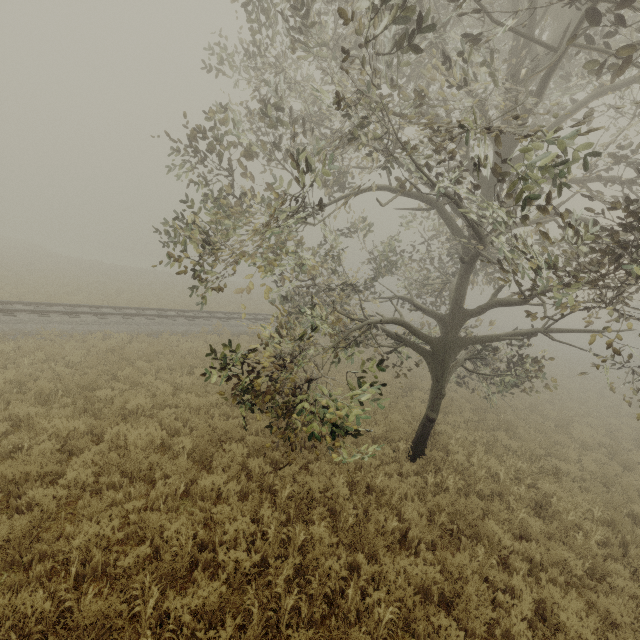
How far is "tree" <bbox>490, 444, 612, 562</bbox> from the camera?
6.93m

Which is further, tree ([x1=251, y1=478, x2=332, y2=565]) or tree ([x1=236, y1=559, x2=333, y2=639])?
tree ([x1=251, y1=478, x2=332, y2=565])

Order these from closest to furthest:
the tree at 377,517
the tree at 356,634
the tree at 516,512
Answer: the tree at 356,634 < the tree at 377,517 < the tree at 516,512

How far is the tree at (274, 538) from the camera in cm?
541

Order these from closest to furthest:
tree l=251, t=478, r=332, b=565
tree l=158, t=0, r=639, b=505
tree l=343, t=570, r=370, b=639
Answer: tree l=343, t=570, r=370, b=639, tree l=158, t=0, r=639, b=505, tree l=251, t=478, r=332, b=565

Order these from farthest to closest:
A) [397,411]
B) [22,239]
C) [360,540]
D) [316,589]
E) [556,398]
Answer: [22,239] → [556,398] → [397,411] → [360,540] → [316,589]
